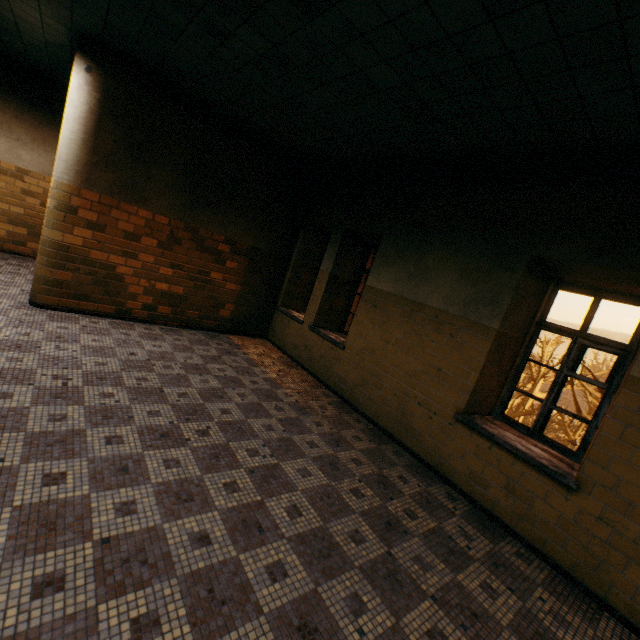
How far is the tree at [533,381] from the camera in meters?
24.7 m

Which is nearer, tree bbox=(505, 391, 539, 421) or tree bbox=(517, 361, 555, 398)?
tree bbox=(505, 391, 539, 421)

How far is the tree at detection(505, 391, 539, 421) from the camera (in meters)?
21.72

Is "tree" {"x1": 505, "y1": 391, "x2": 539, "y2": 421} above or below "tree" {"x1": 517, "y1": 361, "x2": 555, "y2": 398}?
below

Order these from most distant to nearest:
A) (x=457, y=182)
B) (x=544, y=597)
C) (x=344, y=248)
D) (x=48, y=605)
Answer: (x=344, y=248)
(x=457, y=182)
(x=544, y=597)
(x=48, y=605)

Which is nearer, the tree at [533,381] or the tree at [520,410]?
the tree at [520,410]
